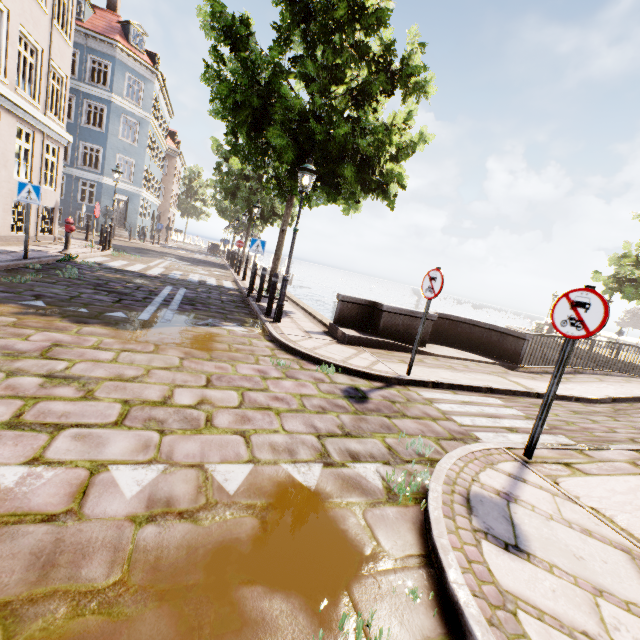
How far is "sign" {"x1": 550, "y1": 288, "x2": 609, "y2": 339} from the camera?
3.15m

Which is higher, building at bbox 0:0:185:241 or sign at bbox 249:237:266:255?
building at bbox 0:0:185:241

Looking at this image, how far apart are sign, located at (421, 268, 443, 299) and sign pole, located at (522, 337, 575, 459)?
2.1 meters

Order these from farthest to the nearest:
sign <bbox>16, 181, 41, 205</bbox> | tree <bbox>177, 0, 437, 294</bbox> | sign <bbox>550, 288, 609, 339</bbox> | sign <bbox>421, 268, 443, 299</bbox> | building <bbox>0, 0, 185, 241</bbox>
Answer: building <bbox>0, 0, 185, 241</bbox>, tree <bbox>177, 0, 437, 294</bbox>, sign <bbox>16, 181, 41, 205</bbox>, sign <bbox>421, 268, 443, 299</bbox>, sign <bbox>550, 288, 609, 339</bbox>

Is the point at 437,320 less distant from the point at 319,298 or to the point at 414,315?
the point at 414,315

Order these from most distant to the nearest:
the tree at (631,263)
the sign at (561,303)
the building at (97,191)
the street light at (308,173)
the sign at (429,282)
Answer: the tree at (631,263)
the building at (97,191)
the street light at (308,173)
the sign at (429,282)
the sign at (561,303)

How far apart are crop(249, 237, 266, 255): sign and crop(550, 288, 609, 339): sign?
8.4 meters

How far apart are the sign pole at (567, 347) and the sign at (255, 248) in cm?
859
